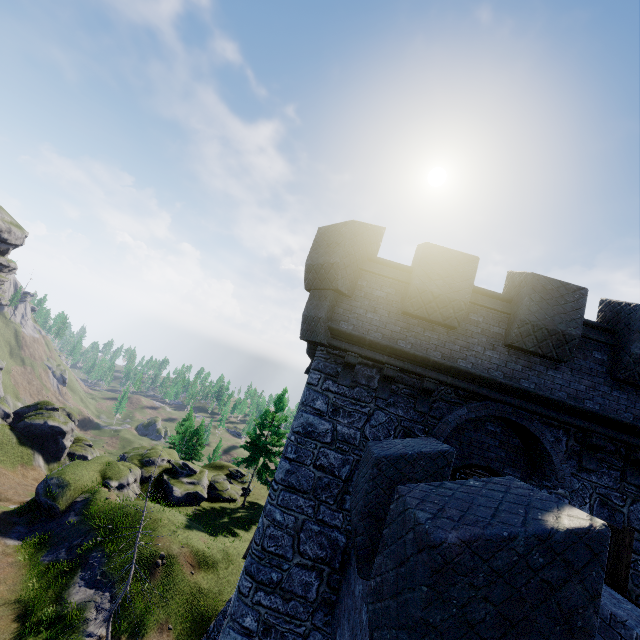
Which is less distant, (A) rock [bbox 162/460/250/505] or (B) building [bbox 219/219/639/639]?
(B) building [bbox 219/219/639/639]

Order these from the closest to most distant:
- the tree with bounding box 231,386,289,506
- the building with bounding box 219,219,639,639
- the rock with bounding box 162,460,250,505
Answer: the building with bounding box 219,219,639,639 < the rock with bounding box 162,460,250,505 < the tree with bounding box 231,386,289,506

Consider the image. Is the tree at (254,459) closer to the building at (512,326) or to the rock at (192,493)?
the rock at (192,493)

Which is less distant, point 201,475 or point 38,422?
point 201,475

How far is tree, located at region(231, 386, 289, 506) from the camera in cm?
3244

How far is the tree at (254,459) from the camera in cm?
3244

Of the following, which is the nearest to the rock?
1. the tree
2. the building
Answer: the tree
